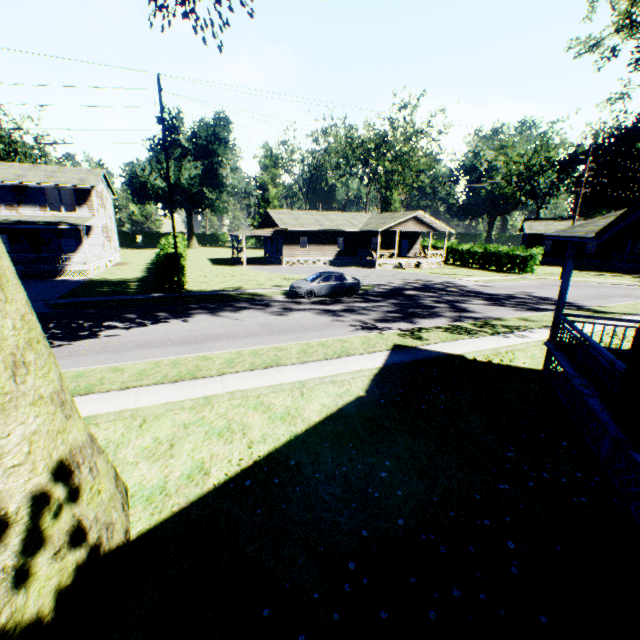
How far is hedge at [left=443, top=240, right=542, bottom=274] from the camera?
35.31m

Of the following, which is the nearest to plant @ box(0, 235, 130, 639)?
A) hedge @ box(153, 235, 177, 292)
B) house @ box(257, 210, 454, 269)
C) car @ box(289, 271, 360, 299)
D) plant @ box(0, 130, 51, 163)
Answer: hedge @ box(153, 235, 177, 292)

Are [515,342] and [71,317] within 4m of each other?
no

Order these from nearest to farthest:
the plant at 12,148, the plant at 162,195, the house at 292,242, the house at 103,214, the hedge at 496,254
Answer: the house at 103,214 < the hedge at 496,254 < the house at 292,242 < the plant at 12,148 < the plant at 162,195

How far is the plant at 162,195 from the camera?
57.3m

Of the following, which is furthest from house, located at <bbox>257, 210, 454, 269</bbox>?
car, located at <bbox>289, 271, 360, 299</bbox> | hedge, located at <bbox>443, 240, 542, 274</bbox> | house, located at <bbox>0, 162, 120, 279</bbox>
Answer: house, located at <bbox>0, 162, 120, 279</bbox>

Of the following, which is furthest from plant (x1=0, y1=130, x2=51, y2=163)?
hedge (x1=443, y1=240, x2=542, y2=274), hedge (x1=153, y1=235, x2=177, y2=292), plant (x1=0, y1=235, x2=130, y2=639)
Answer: hedge (x1=443, y1=240, x2=542, y2=274)

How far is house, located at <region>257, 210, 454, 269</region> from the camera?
38.2 meters
